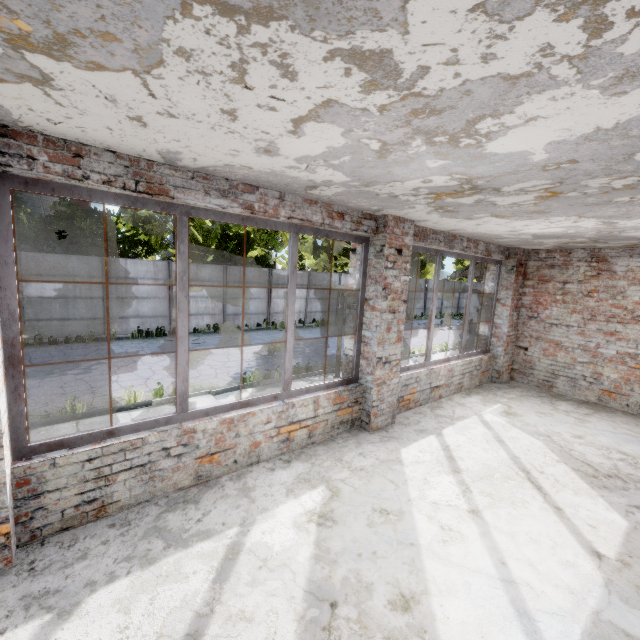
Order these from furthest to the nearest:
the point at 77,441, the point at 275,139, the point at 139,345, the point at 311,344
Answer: the point at 311,344
the point at 139,345
the point at 77,441
the point at 275,139
